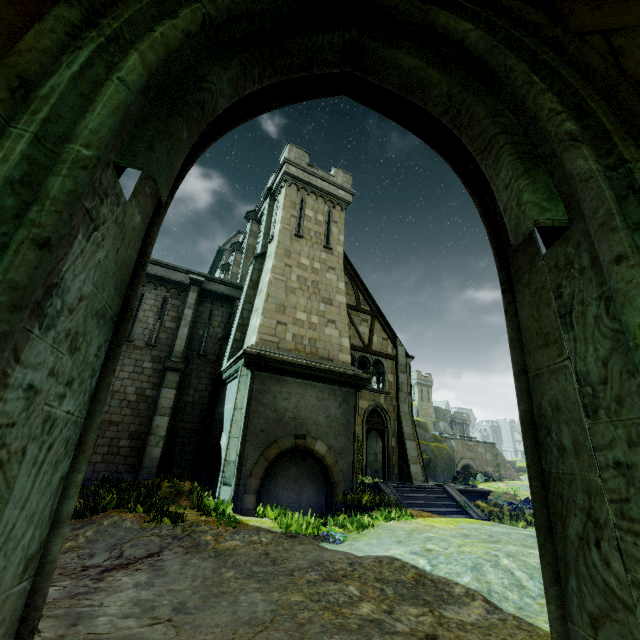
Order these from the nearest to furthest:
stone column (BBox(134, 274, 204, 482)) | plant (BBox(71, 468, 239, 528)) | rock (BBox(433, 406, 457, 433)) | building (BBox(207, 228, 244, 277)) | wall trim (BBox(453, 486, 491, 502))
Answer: plant (BBox(71, 468, 239, 528)) < stone column (BBox(134, 274, 204, 482)) < wall trim (BBox(453, 486, 491, 502)) < building (BBox(207, 228, 244, 277)) < rock (BBox(433, 406, 457, 433))

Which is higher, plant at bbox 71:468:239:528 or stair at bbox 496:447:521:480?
stair at bbox 496:447:521:480

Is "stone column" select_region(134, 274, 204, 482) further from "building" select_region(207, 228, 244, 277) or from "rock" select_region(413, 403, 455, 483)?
"rock" select_region(413, 403, 455, 483)

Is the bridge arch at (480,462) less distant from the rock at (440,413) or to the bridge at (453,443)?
the bridge at (453,443)

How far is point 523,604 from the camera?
5.07m

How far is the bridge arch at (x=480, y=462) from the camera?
42.66m

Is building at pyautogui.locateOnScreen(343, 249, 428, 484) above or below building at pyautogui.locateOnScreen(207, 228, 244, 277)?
below

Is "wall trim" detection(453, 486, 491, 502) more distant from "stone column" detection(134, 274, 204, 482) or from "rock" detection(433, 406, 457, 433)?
"rock" detection(433, 406, 457, 433)
